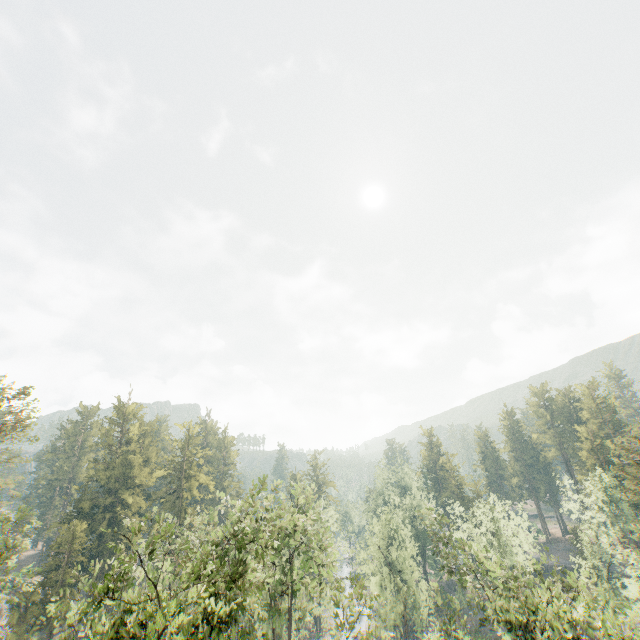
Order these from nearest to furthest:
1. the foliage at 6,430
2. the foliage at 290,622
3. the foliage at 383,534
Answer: the foliage at 290,622 → the foliage at 383,534 → the foliage at 6,430

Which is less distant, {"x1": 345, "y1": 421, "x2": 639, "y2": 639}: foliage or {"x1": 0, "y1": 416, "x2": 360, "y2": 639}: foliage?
{"x1": 0, "y1": 416, "x2": 360, "y2": 639}: foliage

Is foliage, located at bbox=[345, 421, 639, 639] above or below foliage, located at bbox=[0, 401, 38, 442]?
below

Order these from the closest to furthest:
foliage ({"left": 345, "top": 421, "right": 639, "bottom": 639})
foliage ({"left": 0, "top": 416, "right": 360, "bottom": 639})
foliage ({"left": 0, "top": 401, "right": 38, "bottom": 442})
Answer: foliage ({"left": 0, "top": 416, "right": 360, "bottom": 639}) < foliage ({"left": 345, "top": 421, "right": 639, "bottom": 639}) < foliage ({"left": 0, "top": 401, "right": 38, "bottom": 442})

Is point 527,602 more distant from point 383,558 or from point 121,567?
point 121,567

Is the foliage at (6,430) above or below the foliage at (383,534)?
above
